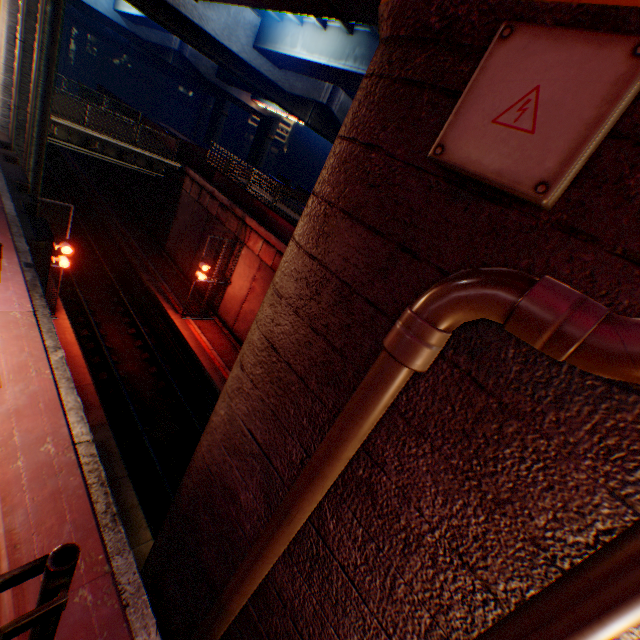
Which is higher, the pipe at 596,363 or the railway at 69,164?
the pipe at 596,363

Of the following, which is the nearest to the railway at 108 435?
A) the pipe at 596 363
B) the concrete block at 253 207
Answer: the pipe at 596 363

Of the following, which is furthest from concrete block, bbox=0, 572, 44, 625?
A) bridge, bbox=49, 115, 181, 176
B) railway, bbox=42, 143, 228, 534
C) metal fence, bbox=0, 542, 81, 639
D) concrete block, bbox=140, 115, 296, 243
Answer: concrete block, bbox=140, 115, 296, 243

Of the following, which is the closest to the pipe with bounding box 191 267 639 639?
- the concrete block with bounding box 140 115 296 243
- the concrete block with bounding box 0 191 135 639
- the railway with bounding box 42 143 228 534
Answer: the concrete block with bounding box 0 191 135 639

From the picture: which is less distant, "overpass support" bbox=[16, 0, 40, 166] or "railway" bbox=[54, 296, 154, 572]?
"railway" bbox=[54, 296, 154, 572]

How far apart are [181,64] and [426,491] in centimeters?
5103cm

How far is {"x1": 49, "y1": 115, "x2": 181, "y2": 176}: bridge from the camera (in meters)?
17.30

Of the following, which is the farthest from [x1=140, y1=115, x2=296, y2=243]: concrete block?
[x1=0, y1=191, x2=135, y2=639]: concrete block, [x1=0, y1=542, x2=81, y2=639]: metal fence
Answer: [x1=0, y1=191, x2=135, y2=639]: concrete block
